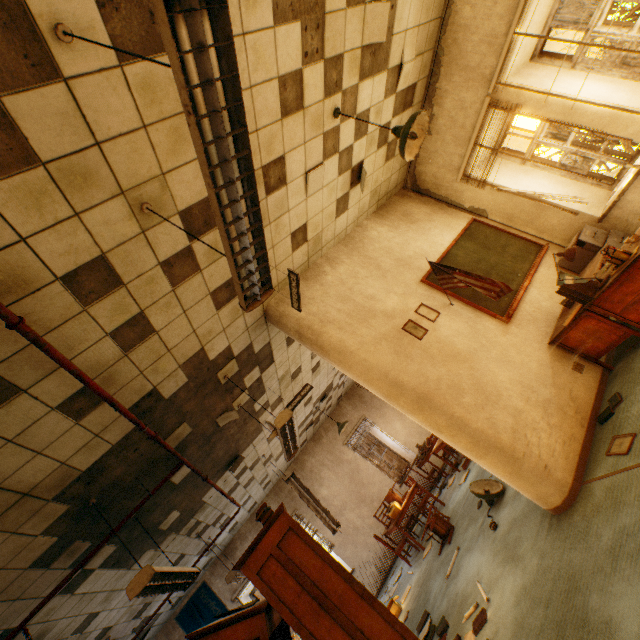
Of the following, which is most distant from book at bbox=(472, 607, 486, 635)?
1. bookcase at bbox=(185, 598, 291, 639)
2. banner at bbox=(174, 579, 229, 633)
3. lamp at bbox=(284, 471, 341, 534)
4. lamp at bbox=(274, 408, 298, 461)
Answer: banner at bbox=(174, 579, 229, 633)

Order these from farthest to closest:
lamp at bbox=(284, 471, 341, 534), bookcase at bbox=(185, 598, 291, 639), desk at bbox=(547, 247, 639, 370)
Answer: lamp at bbox=(284, 471, 341, 534), desk at bbox=(547, 247, 639, 370), bookcase at bbox=(185, 598, 291, 639)

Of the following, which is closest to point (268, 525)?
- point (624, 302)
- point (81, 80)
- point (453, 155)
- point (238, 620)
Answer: point (238, 620)

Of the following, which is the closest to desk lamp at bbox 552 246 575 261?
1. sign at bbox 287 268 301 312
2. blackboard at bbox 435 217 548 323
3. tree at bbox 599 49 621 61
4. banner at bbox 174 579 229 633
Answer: blackboard at bbox 435 217 548 323

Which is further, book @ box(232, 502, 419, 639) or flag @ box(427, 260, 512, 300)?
flag @ box(427, 260, 512, 300)

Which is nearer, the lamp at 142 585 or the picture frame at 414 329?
the lamp at 142 585

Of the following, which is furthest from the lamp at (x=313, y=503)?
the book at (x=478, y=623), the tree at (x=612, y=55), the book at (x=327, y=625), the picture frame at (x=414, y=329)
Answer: the tree at (x=612, y=55)

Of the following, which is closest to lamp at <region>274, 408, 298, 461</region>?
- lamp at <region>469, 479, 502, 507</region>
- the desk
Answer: lamp at <region>469, 479, 502, 507</region>
